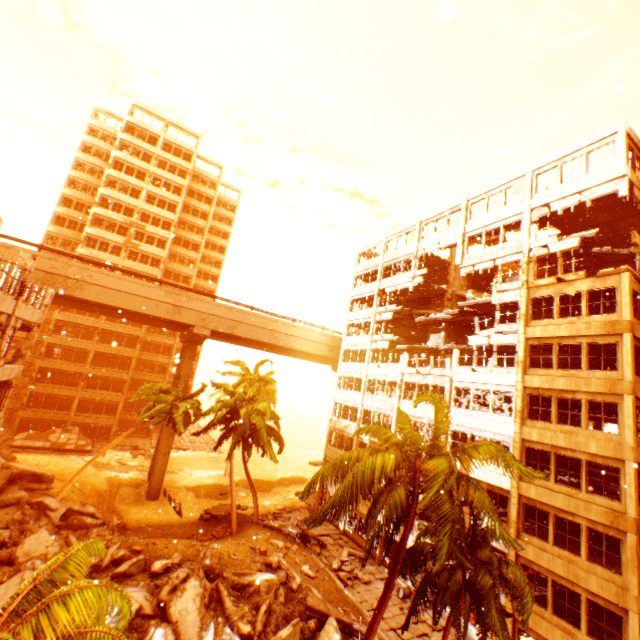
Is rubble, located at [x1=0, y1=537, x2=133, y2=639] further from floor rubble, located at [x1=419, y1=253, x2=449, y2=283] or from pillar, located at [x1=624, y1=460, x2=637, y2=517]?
floor rubble, located at [x1=419, y1=253, x2=449, y2=283]

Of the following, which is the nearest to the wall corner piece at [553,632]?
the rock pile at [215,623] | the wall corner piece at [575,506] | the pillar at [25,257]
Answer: the wall corner piece at [575,506]

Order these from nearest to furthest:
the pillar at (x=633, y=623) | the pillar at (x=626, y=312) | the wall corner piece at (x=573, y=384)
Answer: the pillar at (x=633, y=623) < the wall corner piece at (x=573, y=384) < the pillar at (x=626, y=312)

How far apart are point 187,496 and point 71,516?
15.60m

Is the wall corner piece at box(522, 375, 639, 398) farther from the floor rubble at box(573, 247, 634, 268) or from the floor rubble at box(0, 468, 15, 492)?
the floor rubble at box(0, 468, 15, 492)

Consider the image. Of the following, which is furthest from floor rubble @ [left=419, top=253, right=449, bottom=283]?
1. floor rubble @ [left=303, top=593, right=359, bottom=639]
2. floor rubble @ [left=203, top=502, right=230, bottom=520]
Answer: floor rubble @ [left=203, top=502, right=230, bottom=520]

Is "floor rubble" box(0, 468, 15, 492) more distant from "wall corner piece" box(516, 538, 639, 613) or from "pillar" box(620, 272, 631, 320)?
"wall corner piece" box(516, 538, 639, 613)

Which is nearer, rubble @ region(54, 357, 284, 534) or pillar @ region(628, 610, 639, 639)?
pillar @ region(628, 610, 639, 639)
